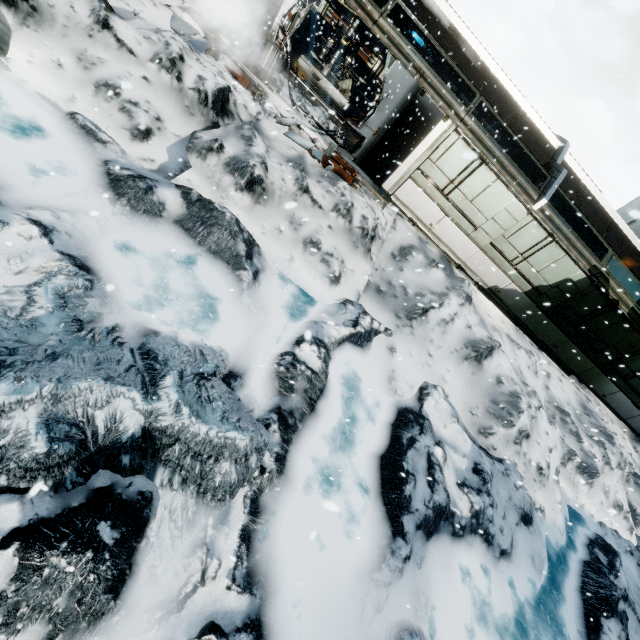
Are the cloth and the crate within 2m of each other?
yes

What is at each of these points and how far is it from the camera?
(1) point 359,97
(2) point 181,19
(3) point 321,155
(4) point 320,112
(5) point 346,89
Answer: (1) crate, 15.7 meters
(2) wall rubble, 8.5 meters
(3) wall rubble, 9.2 meters
(4) snow pile, 10.7 meters
(5) cloth, 15.8 meters

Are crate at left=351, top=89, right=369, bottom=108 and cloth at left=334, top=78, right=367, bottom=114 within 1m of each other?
yes

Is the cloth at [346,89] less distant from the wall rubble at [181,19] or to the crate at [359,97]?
the crate at [359,97]

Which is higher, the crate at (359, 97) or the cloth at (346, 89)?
the crate at (359, 97)

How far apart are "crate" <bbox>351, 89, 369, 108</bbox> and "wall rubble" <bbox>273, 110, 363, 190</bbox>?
7.9m

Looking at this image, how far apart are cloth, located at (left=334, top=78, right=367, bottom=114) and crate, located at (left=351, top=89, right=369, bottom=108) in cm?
1

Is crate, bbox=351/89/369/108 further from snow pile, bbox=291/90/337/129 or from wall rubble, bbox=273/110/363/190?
wall rubble, bbox=273/110/363/190
